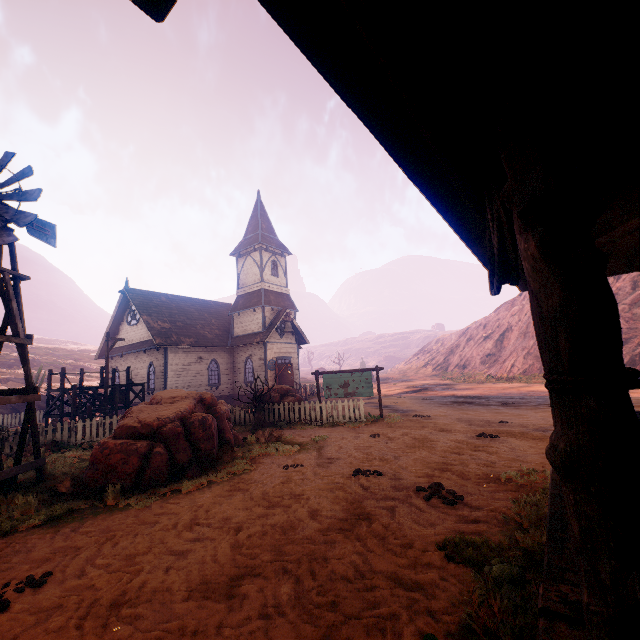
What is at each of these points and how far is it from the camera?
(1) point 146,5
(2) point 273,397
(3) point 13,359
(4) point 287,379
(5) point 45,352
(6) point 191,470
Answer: (1) building, 1.0 meters
(2) instancedfoliageactor, 15.4 meters
(3) z, 43.8 meters
(4) bp, 25.7 meters
(5) z, 55.4 meters
(6) instancedfoliageactor, 7.7 meters

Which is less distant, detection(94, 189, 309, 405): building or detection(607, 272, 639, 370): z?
detection(94, 189, 309, 405): building

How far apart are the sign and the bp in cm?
990

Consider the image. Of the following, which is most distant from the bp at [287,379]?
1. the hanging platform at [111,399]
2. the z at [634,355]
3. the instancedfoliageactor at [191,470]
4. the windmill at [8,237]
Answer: the windmill at [8,237]

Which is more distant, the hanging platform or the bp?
the bp

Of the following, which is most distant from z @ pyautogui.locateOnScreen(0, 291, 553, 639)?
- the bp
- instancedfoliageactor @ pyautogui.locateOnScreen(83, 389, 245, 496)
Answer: the bp

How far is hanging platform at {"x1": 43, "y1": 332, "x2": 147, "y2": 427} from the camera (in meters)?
16.92

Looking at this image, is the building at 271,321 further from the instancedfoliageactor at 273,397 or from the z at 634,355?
the instancedfoliageactor at 273,397
